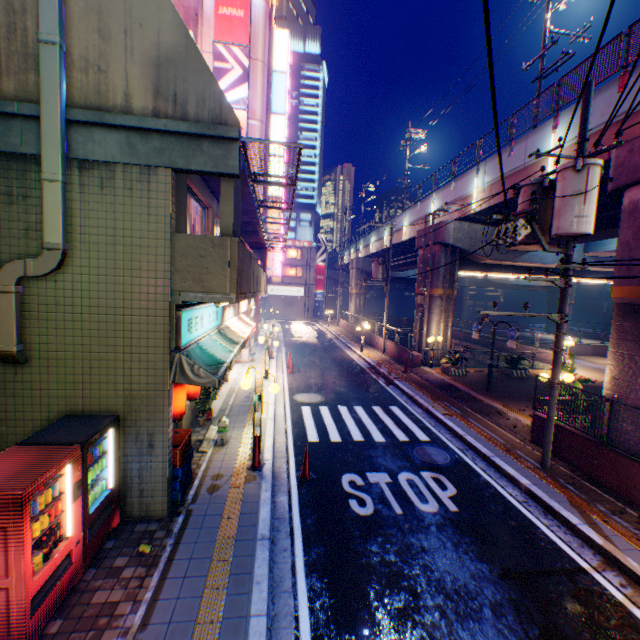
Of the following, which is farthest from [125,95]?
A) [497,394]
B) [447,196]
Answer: [447,196]

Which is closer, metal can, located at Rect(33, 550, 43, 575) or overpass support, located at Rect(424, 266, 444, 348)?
metal can, located at Rect(33, 550, 43, 575)

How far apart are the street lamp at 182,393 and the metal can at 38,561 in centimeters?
271cm

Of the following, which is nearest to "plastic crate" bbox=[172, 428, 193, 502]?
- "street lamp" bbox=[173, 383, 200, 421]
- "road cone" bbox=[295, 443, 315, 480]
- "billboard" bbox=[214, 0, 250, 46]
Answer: "street lamp" bbox=[173, 383, 200, 421]

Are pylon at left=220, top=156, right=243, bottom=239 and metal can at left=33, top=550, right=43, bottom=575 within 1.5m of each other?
no

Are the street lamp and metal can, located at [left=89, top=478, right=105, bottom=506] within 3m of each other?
yes

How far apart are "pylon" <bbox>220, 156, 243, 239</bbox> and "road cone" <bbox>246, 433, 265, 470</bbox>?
4.22m

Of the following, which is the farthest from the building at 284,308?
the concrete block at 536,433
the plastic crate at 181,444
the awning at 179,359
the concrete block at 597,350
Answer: the plastic crate at 181,444
